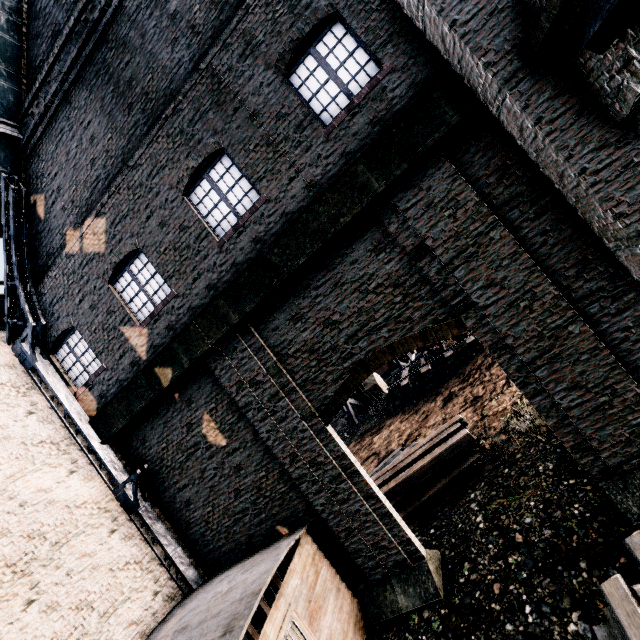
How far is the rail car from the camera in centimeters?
2423cm

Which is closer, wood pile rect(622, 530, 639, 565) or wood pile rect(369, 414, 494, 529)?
wood pile rect(622, 530, 639, 565)

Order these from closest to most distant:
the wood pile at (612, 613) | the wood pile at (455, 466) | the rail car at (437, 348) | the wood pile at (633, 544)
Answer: the wood pile at (612, 613) → the wood pile at (633, 544) → the wood pile at (455, 466) → the rail car at (437, 348)

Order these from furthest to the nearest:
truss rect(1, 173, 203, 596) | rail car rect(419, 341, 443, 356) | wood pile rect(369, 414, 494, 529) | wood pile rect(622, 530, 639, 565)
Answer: rail car rect(419, 341, 443, 356) → wood pile rect(369, 414, 494, 529) → truss rect(1, 173, 203, 596) → wood pile rect(622, 530, 639, 565)

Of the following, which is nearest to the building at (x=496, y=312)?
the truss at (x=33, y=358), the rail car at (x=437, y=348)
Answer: the truss at (x=33, y=358)

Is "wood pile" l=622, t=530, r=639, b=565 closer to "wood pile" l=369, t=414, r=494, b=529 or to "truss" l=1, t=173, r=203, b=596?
"wood pile" l=369, t=414, r=494, b=529

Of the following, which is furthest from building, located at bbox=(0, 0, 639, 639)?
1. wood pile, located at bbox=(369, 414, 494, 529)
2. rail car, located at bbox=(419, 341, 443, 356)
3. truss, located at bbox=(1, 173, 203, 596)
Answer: rail car, located at bbox=(419, 341, 443, 356)

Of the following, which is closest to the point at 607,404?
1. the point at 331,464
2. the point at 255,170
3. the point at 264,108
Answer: the point at 331,464
